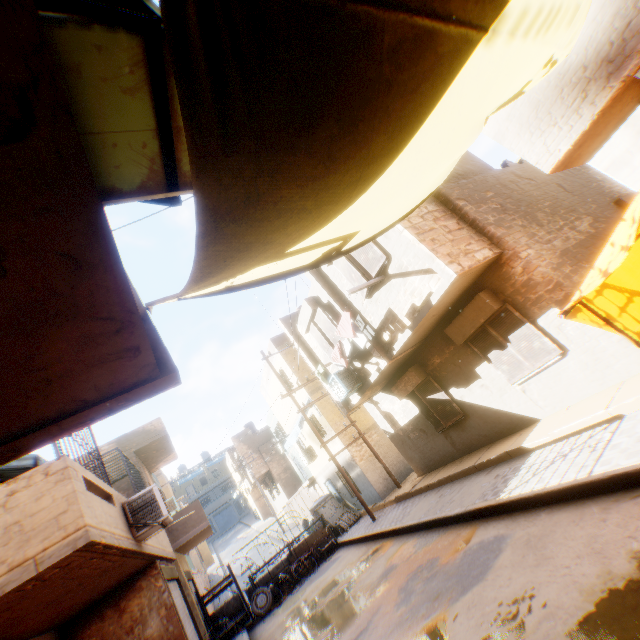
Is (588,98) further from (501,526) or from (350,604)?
(350,604)

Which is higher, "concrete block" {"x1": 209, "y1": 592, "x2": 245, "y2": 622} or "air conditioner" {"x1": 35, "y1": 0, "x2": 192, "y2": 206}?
"air conditioner" {"x1": 35, "y1": 0, "x2": 192, "y2": 206}

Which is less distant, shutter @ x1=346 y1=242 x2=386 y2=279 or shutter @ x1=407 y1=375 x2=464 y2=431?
Answer: shutter @ x1=346 y1=242 x2=386 y2=279

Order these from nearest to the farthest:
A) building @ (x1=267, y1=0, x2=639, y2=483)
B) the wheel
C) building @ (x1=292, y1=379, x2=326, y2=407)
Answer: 1. building @ (x1=267, y1=0, x2=639, y2=483)
2. the wheel
3. building @ (x1=292, y1=379, x2=326, y2=407)

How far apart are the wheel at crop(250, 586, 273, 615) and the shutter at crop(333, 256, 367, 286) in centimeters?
1340cm

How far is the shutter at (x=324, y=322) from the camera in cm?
1105

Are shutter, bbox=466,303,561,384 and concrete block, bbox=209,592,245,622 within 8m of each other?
no

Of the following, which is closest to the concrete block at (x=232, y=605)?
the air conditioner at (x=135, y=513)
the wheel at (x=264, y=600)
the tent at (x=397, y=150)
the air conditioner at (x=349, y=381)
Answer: the wheel at (x=264, y=600)
